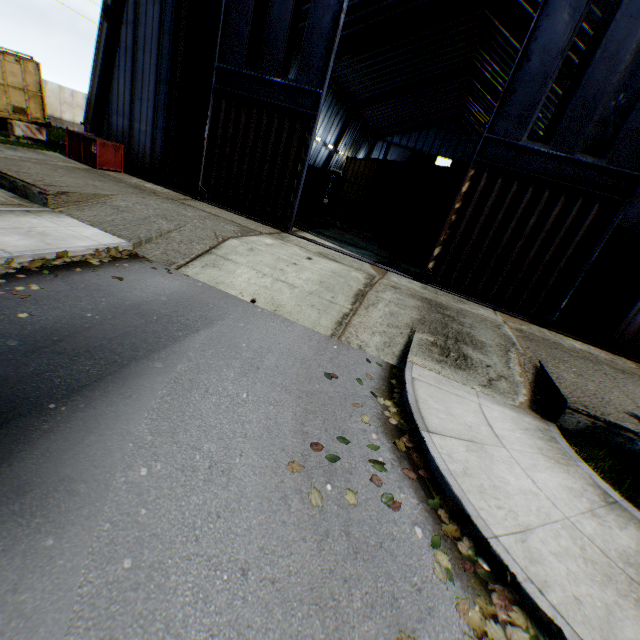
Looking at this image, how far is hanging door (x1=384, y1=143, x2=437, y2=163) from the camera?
51.7m

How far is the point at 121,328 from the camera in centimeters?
532cm

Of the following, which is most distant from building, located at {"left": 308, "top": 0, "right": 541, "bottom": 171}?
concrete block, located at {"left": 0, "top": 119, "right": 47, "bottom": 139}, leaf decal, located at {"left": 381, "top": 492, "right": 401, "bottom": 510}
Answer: leaf decal, located at {"left": 381, "top": 492, "right": 401, "bottom": 510}

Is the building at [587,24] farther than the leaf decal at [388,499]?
Yes

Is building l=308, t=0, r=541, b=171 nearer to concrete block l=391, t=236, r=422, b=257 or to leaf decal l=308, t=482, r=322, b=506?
concrete block l=391, t=236, r=422, b=257

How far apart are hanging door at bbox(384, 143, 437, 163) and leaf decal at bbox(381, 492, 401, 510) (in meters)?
56.26

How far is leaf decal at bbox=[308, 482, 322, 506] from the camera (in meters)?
3.48

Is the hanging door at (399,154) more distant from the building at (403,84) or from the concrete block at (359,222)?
the concrete block at (359,222)
